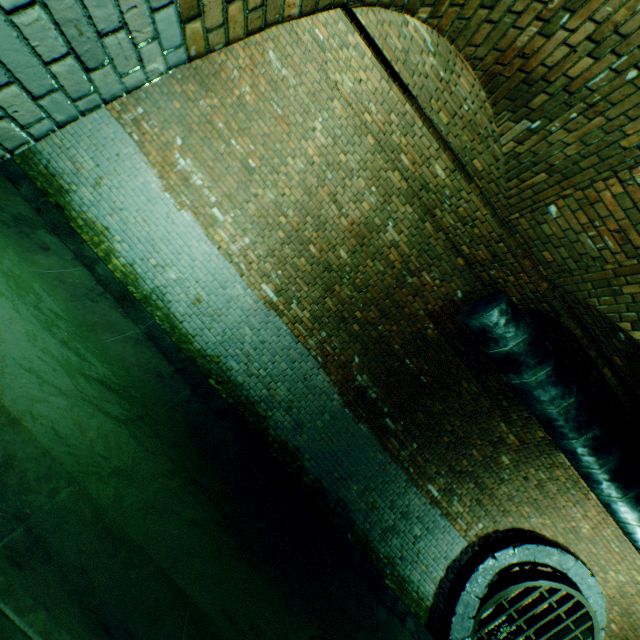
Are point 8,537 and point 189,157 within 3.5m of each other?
no

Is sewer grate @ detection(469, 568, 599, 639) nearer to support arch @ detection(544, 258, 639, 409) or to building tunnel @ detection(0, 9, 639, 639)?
building tunnel @ detection(0, 9, 639, 639)

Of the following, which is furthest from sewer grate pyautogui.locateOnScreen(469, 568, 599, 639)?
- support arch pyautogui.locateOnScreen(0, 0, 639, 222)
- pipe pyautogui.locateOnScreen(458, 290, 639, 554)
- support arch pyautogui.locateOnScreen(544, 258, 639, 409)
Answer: support arch pyautogui.locateOnScreen(0, 0, 639, 222)

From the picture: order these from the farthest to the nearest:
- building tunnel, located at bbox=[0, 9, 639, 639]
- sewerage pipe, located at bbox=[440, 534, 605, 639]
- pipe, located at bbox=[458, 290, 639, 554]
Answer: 1. sewerage pipe, located at bbox=[440, 534, 605, 639]
2. pipe, located at bbox=[458, 290, 639, 554]
3. building tunnel, located at bbox=[0, 9, 639, 639]

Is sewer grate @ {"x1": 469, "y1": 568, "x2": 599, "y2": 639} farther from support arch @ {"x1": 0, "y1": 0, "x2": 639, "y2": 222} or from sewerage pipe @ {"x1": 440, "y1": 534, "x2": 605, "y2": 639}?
support arch @ {"x1": 0, "y1": 0, "x2": 639, "y2": 222}

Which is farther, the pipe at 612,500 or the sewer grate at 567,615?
the sewer grate at 567,615

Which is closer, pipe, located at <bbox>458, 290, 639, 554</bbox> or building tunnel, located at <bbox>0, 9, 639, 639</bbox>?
building tunnel, located at <bbox>0, 9, 639, 639</bbox>

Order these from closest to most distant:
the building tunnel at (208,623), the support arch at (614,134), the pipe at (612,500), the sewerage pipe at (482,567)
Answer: the support arch at (614,134), the building tunnel at (208,623), the pipe at (612,500), the sewerage pipe at (482,567)
